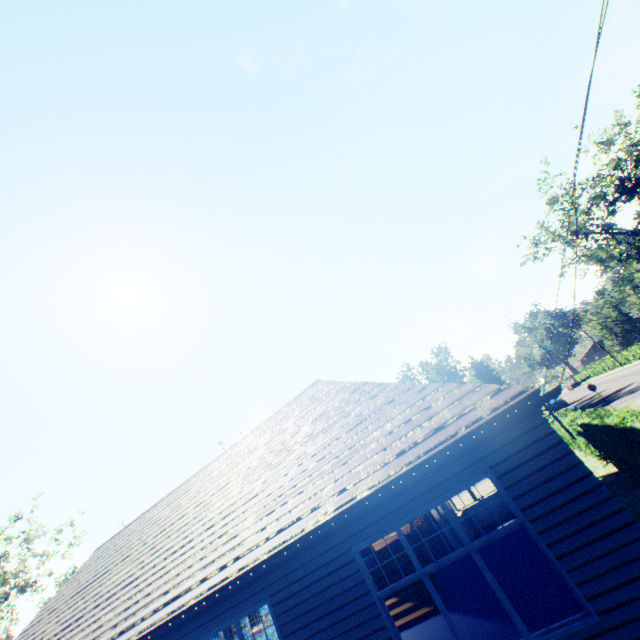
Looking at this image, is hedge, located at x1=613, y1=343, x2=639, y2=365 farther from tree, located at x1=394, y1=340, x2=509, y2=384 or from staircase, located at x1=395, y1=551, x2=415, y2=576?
staircase, located at x1=395, y1=551, x2=415, y2=576

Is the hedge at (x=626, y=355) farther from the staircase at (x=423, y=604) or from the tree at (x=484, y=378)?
the staircase at (x=423, y=604)

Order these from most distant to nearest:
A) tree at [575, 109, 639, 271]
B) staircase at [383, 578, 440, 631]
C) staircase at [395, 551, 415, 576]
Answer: tree at [575, 109, 639, 271], staircase at [395, 551, 415, 576], staircase at [383, 578, 440, 631]

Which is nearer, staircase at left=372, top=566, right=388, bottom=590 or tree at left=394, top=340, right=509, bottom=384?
staircase at left=372, top=566, right=388, bottom=590

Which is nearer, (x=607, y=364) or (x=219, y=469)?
(x=219, y=469)

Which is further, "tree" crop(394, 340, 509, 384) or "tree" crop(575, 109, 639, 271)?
"tree" crop(394, 340, 509, 384)

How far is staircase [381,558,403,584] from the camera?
10.99m

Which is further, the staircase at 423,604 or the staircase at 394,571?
the staircase at 394,571
